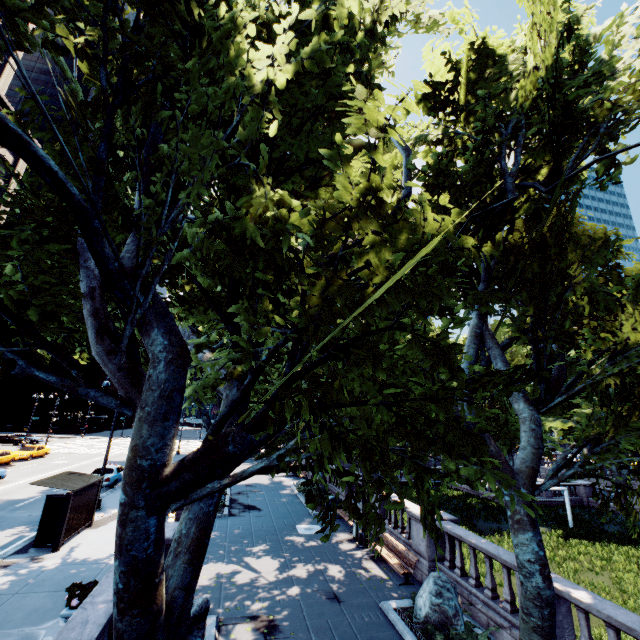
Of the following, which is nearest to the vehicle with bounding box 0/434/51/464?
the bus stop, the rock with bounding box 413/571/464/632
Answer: the bus stop

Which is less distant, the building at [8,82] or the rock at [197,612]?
the rock at [197,612]

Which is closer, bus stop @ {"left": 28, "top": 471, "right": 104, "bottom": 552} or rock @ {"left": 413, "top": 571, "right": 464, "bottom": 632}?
rock @ {"left": 413, "top": 571, "right": 464, "bottom": 632}

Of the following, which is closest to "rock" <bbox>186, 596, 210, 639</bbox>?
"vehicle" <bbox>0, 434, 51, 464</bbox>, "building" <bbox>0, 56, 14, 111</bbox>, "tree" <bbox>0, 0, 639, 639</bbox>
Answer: "tree" <bbox>0, 0, 639, 639</bbox>

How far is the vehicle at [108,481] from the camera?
23.2 meters

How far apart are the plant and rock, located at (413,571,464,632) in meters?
8.6

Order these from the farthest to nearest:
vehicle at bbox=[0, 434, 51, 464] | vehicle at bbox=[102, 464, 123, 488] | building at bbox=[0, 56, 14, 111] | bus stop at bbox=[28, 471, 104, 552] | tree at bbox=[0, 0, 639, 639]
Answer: building at bbox=[0, 56, 14, 111]
vehicle at bbox=[0, 434, 51, 464]
vehicle at bbox=[102, 464, 123, 488]
bus stop at bbox=[28, 471, 104, 552]
tree at bbox=[0, 0, 639, 639]

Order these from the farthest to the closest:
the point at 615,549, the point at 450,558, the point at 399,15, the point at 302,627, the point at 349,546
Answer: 1. the point at 615,549
2. the point at 349,546
3. the point at 399,15
4. the point at 450,558
5. the point at 302,627
